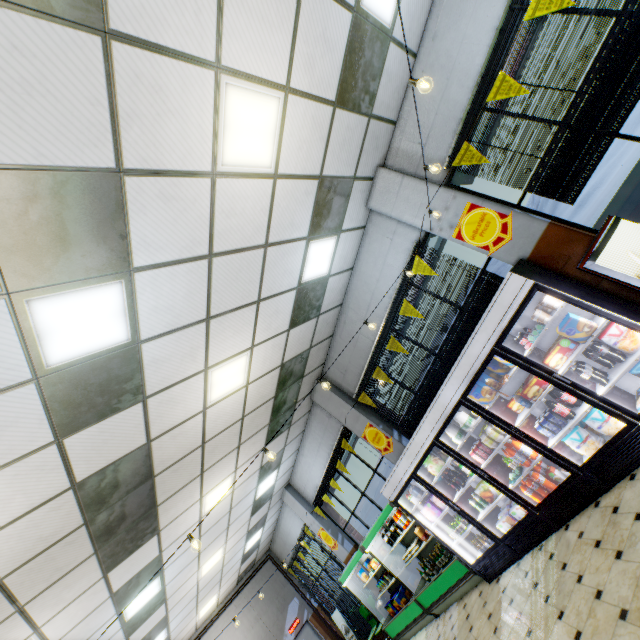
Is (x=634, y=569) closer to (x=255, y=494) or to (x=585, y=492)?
(x=585, y=492)

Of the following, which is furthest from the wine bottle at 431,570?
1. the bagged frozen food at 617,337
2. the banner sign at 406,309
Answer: the bagged frozen food at 617,337

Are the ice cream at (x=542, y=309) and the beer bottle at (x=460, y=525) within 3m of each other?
no

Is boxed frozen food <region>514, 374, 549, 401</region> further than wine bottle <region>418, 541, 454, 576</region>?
No

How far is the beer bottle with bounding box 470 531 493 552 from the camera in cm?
A: 560

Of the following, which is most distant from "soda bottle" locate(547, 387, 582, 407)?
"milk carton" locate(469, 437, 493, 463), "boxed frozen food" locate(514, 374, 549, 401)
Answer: "milk carton" locate(469, 437, 493, 463)

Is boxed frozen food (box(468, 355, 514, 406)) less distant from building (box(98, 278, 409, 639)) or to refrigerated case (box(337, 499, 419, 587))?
building (box(98, 278, 409, 639))

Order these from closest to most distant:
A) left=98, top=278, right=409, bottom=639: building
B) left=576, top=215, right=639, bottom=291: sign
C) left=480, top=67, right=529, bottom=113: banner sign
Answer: left=576, top=215, right=639, bottom=291: sign
left=480, top=67, right=529, bottom=113: banner sign
left=98, top=278, right=409, bottom=639: building
